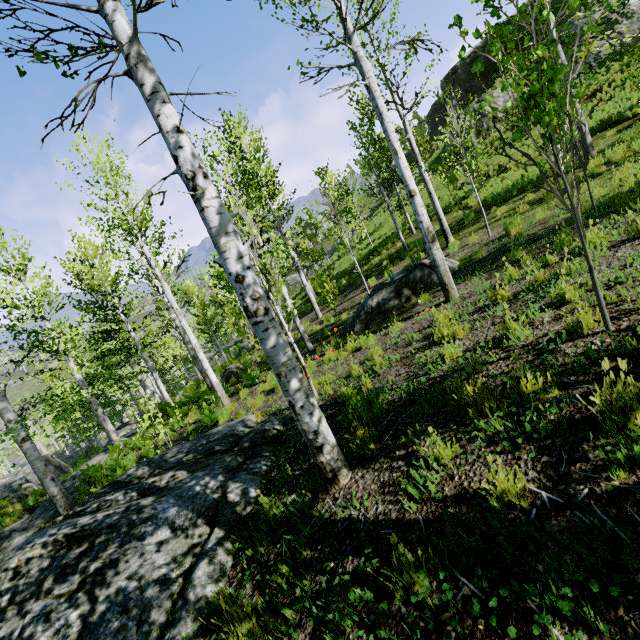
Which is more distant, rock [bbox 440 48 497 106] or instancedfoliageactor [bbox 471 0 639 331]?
rock [bbox 440 48 497 106]

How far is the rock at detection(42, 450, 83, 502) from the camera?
11.9m

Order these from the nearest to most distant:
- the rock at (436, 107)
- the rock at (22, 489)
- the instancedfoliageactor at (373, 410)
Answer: the instancedfoliageactor at (373, 410) → the rock at (22, 489) → the rock at (436, 107)

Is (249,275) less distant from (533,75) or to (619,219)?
(533,75)

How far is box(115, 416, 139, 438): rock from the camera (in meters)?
17.49

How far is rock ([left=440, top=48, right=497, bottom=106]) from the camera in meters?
29.1 m

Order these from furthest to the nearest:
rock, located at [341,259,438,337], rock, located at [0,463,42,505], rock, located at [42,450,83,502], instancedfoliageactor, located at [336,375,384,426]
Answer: rock, located at [0,463,42,505]
rock, located at [42,450,83,502]
rock, located at [341,259,438,337]
instancedfoliageactor, located at [336,375,384,426]

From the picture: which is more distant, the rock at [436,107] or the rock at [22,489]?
the rock at [436,107]
